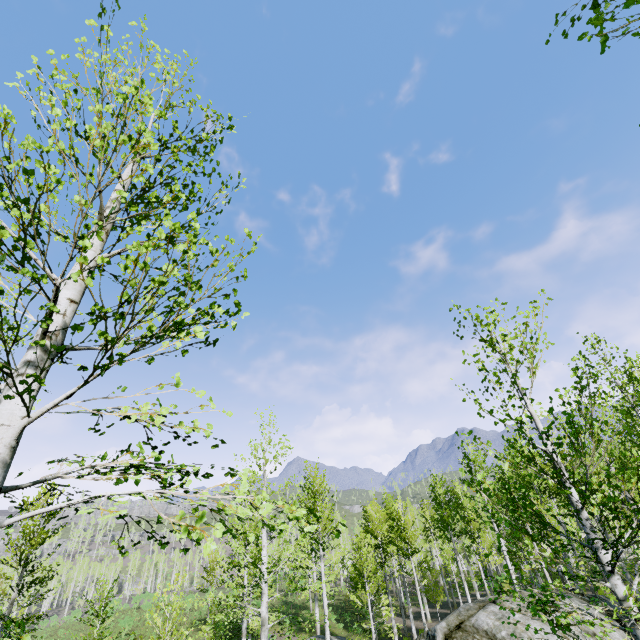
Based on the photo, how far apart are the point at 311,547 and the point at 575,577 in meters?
50.6 m
